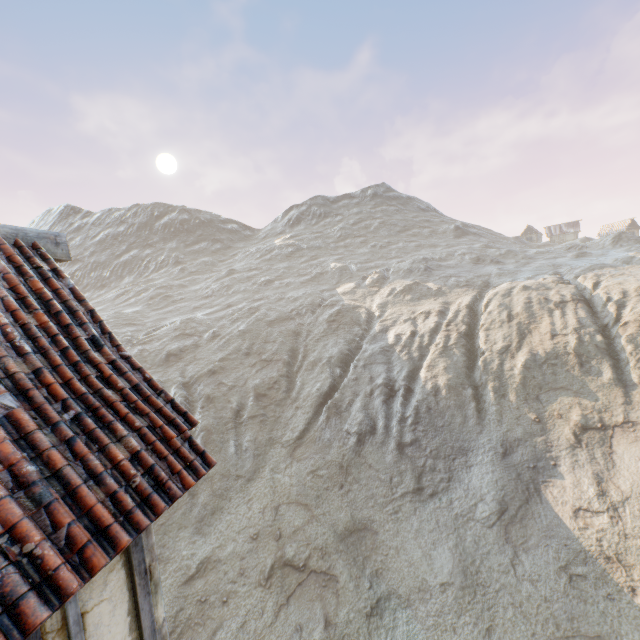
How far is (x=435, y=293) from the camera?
41.5 meters
